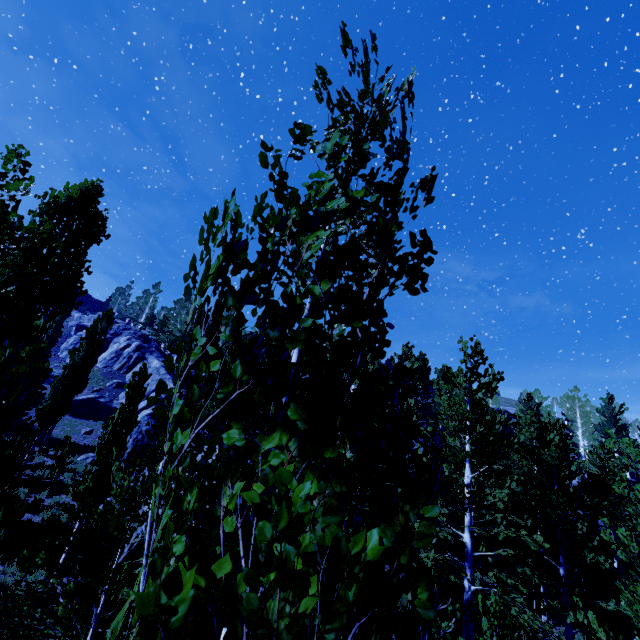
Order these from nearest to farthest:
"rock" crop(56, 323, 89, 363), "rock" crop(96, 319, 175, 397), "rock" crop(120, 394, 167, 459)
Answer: "rock" crop(120, 394, 167, 459) → "rock" crop(96, 319, 175, 397) → "rock" crop(56, 323, 89, 363)

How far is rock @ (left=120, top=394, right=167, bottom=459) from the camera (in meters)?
21.61

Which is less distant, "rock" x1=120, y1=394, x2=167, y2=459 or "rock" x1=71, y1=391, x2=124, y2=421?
"rock" x1=120, y1=394, x2=167, y2=459

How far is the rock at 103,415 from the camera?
30.6m

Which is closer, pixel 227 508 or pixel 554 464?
pixel 227 508

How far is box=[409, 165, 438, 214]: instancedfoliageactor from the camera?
1.7 meters

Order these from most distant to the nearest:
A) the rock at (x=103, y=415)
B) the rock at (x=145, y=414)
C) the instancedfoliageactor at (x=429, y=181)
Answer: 1. the rock at (x=103, y=415)
2. the rock at (x=145, y=414)
3. the instancedfoliageactor at (x=429, y=181)
